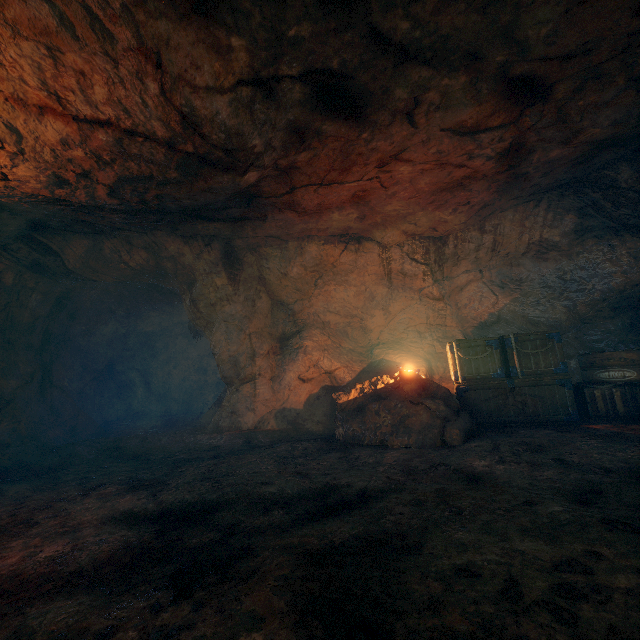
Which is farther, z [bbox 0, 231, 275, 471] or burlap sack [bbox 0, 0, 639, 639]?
z [bbox 0, 231, 275, 471]

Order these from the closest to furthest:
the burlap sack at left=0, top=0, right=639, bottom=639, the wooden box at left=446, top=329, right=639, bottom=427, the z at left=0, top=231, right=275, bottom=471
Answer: the burlap sack at left=0, top=0, right=639, bottom=639 < the wooden box at left=446, top=329, right=639, bottom=427 < the z at left=0, top=231, right=275, bottom=471

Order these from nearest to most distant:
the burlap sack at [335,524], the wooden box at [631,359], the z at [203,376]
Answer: the burlap sack at [335,524] < the wooden box at [631,359] < the z at [203,376]

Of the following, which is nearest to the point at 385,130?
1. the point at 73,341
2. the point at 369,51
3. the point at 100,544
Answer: the point at 369,51

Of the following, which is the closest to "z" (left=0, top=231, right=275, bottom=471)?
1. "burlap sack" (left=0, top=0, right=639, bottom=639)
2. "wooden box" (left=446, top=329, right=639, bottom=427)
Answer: "burlap sack" (left=0, top=0, right=639, bottom=639)

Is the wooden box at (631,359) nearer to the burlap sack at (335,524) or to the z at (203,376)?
the burlap sack at (335,524)

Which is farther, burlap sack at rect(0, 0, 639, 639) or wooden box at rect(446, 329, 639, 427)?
wooden box at rect(446, 329, 639, 427)
